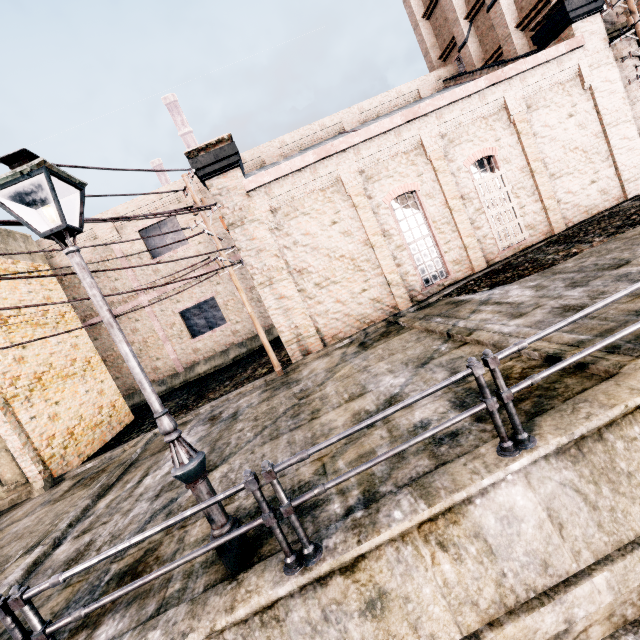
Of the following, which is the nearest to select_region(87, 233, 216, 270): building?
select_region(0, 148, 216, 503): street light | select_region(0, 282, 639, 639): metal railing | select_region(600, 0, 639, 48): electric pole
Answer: select_region(600, 0, 639, 48): electric pole

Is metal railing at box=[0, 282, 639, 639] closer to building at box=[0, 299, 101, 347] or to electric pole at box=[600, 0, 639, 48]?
electric pole at box=[600, 0, 639, 48]

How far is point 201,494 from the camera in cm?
425

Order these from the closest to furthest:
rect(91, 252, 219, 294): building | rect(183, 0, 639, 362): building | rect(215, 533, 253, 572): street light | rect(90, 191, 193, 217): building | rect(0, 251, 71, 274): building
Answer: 1. rect(215, 533, 253, 572): street light
2. rect(183, 0, 639, 362): building
3. rect(0, 251, 71, 274): building
4. rect(90, 191, 193, 217): building
5. rect(91, 252, 219, 294): building

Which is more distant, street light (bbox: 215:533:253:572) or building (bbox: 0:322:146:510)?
building (bbox: 0:322:146:510)

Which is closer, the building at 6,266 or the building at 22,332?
the building at 22,332

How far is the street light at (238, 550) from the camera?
4.3 meters
